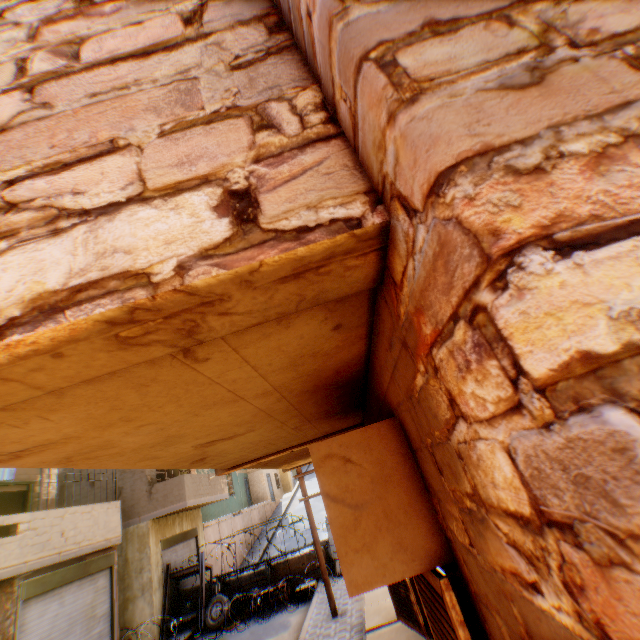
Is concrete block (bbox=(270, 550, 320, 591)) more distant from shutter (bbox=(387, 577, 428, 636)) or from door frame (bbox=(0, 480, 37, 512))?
shutter (bbox=(387, 577, 428, 636))

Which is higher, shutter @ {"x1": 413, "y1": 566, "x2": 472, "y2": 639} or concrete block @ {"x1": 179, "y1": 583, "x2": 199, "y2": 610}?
shutter @ {"x1": 413, "y1": 566, "x2": 472, "y2": 639}

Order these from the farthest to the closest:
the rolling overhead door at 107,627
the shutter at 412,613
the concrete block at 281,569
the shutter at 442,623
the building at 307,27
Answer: the concrete block at 281,569 < the rolling overhead door at 107,627 < the shutter at 412,613 < the shutter at 442,623 < the building at 307,27

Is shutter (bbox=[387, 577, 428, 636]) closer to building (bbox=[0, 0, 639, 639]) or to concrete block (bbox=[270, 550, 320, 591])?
building (bbox=[0, 0, 639, 639])

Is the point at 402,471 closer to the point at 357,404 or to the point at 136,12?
the point at 357,404

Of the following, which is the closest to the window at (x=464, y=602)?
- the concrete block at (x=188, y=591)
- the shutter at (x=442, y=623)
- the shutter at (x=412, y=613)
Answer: the shutter at (x=442, y=623)

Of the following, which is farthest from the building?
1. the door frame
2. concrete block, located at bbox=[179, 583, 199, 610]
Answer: concrete block, located at bbox=[179, 583, 199, 610]

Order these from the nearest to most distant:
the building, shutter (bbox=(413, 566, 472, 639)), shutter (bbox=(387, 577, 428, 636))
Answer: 1. the building
2. shutter (bbox=(413, 566, 472, 639))
3. shutter (bbox=(387, 577, 428, 636))
